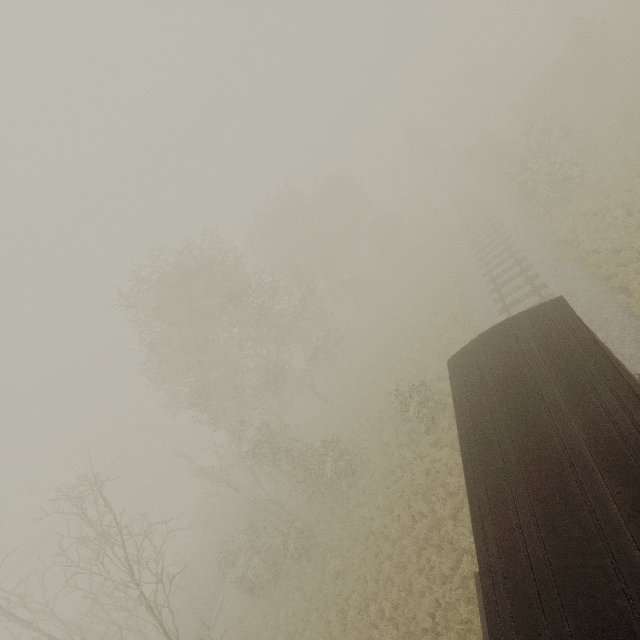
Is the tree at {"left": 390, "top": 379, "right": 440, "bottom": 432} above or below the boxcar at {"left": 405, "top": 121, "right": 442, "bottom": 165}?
below

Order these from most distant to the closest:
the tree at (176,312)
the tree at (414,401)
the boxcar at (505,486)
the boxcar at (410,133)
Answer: the boxcar at (410,133) → the tree at (414,401) → the tree at (176,312) → the boxcar at (505,486)

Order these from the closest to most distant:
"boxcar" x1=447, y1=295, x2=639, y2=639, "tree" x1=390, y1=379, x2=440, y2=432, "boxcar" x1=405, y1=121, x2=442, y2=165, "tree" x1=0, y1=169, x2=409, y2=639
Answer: "boxcar" x1=447, y1=295, x2=639, y2=639, "tree" x1=0, y1=169, x2=409, y2=639, "tree" x1=390, y1=379, x2=440, y2=432, "boxcar" x1=405, y1=121, x2=442, y2=165

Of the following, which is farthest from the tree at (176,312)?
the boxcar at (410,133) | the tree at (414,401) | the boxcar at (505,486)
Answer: the boxcar at (410,133)

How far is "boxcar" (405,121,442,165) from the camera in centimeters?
4644cm

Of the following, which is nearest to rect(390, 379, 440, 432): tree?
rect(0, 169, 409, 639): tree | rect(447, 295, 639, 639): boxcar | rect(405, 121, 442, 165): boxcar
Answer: rect(0, 169, 409, 639): tree

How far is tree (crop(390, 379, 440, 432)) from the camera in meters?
15.8 m

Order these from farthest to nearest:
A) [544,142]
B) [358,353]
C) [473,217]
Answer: [358,353]
[473,217]
[544,142]
